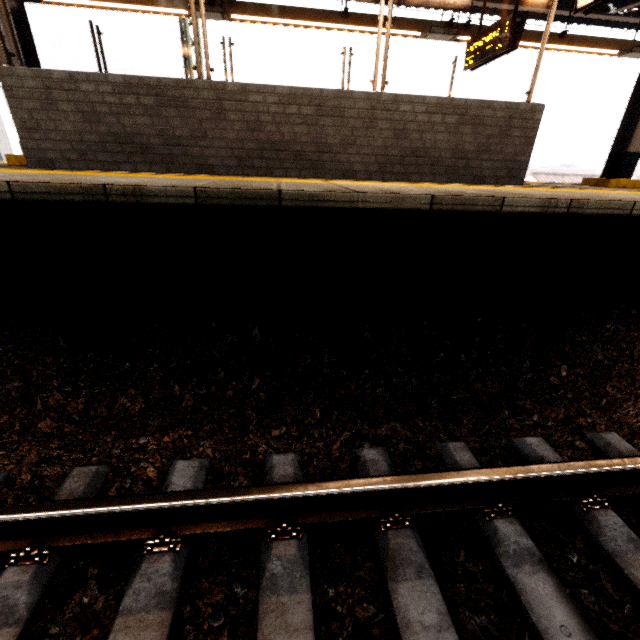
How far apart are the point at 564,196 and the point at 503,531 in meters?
2.4

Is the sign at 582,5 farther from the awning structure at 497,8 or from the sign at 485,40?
the sign at 485,40

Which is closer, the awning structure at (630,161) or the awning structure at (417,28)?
the awning structure at (630,161)

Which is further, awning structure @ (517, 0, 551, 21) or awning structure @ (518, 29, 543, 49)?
awning structure @ (517, 0, 551, 21)

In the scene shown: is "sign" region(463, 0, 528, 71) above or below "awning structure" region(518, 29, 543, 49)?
below

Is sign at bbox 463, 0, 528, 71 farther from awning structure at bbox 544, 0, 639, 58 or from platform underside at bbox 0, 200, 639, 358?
platform underside at bbox 0, 200, 639, 358

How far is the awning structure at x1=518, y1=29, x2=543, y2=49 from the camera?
7.0m

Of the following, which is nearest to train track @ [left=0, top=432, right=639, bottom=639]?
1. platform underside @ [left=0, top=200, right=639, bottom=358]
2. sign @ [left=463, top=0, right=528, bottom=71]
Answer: → platform underside @ [left=0, top=200, right=639, bottom=358]
